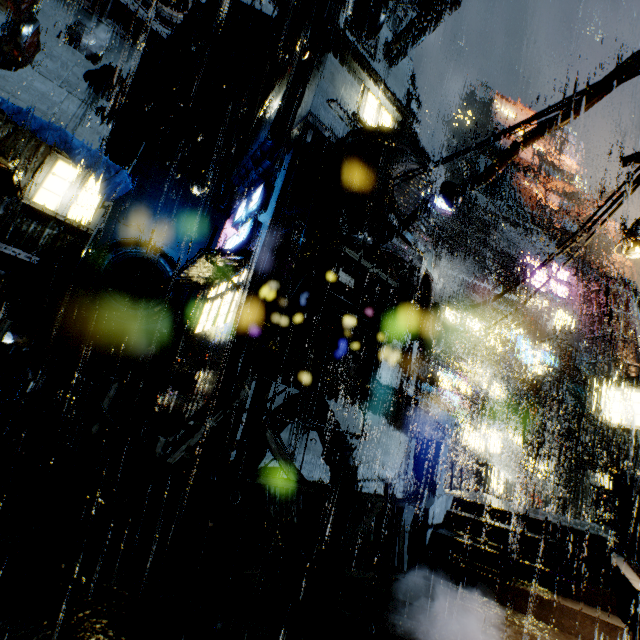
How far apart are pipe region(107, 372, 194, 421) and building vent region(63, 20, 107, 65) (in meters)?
20.16

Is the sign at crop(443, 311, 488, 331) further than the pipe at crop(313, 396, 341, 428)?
Yes

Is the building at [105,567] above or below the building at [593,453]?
below

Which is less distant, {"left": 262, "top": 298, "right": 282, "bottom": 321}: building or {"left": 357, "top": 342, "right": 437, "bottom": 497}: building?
{"left": 262, "top": 298, "right": 282, "bottom": 321}: building

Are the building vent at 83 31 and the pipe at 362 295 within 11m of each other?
no

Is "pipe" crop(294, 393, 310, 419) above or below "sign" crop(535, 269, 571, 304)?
below

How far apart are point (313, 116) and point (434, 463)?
17.4 meters

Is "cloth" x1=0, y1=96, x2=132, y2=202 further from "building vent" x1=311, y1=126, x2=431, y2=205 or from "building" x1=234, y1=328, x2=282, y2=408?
"building vent" x1=311, y1=126, x2=431, y2=205
